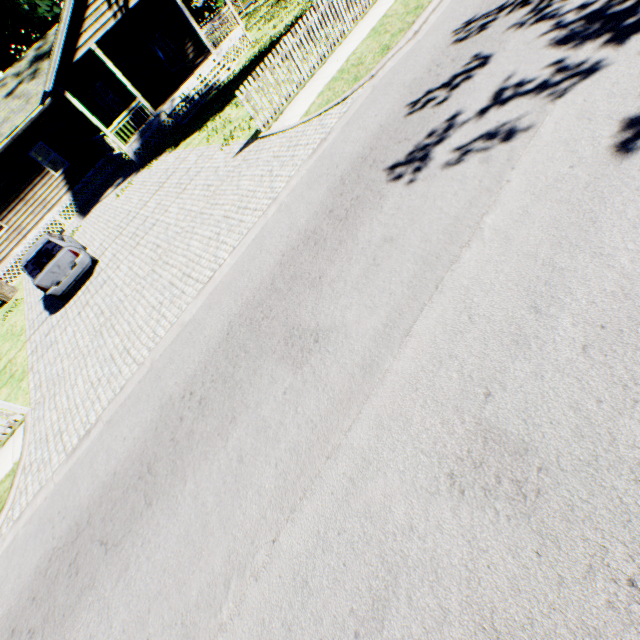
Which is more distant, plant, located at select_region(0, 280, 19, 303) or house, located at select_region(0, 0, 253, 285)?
plant, located at select_region(0, 280, 19, 303)

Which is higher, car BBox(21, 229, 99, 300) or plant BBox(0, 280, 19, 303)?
car BBox(21, 229, 99, 300)

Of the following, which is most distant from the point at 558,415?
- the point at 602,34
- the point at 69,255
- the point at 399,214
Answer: the point at 69,255

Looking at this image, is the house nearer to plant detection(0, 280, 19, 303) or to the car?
→ plant detection(0, 280, 19, 303)

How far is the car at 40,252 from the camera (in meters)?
10.83

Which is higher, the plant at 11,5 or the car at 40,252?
the plant at 11,5

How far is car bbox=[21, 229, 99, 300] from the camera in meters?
10.8 m

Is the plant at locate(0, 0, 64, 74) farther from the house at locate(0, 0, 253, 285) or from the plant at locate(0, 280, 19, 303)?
the plant at locate(0, 280, 19, 303)
